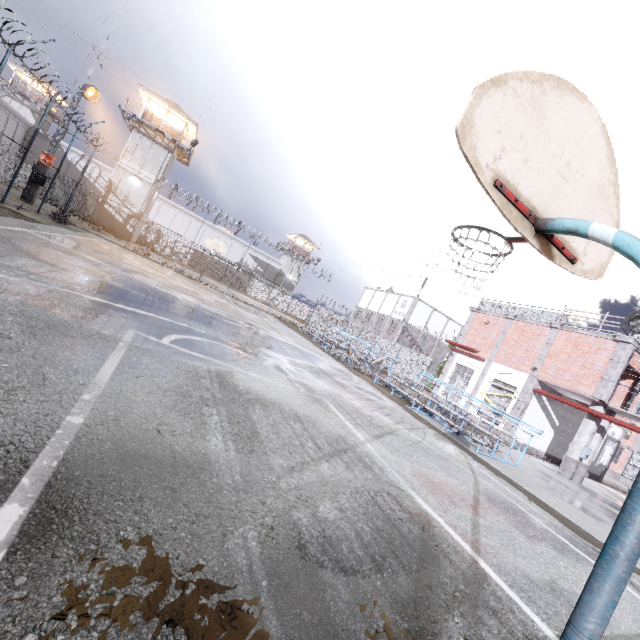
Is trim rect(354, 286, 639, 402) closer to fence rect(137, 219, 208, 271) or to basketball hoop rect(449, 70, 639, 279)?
fence rect(137, 219, 208, 271)

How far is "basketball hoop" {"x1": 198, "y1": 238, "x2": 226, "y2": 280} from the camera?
24.6m

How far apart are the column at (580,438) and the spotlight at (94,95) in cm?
3576

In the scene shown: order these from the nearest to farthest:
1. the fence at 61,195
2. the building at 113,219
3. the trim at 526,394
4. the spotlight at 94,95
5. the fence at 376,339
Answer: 1. the fence at 61,195
2. the trim at 526,394
3. the spotlight at 94,95
4. the fence at 376,339
5. the building at 113,219

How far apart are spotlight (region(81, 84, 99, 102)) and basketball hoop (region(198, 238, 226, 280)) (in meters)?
11.71

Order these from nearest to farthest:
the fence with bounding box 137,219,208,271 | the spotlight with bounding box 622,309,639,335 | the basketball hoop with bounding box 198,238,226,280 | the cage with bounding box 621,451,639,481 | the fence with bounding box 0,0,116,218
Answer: the fence with bounding box 0,0,116,218 → the spotlight with bounding box 622,309,639,335 → the basketball hoop with bounding box 198,238,226,280 → the cage with bounding box 621,451,639,481 → the fence with bounding box 137,219,208,271

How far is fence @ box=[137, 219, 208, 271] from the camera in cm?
4534

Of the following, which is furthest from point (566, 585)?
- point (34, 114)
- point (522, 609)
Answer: point (34, 114)
